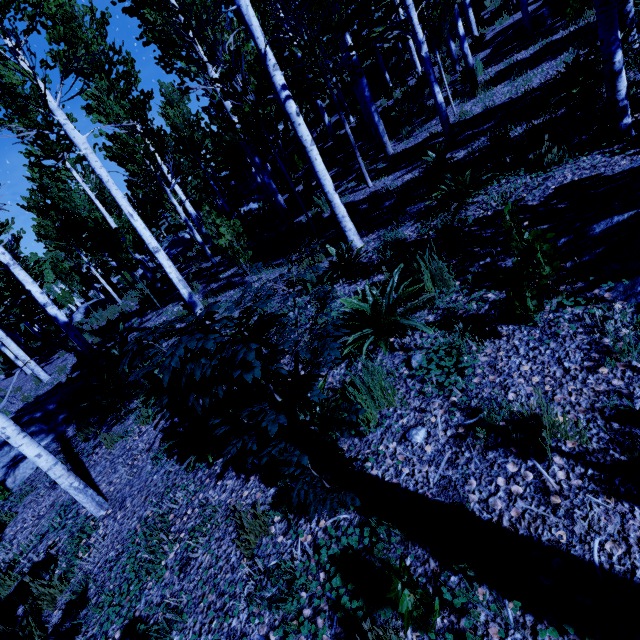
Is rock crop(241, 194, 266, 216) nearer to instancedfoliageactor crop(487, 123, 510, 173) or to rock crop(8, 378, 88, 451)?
instancedfoliageactor crop(487, 123, 510, 173)

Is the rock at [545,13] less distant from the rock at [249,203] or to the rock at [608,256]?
the rock at [608,256]

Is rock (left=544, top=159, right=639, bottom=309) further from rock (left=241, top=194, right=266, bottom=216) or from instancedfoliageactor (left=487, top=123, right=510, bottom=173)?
rock (left=241, top=194, right=266, bottom=216)

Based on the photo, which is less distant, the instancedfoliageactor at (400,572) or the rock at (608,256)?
the instancedfoliageactor at (400,572)

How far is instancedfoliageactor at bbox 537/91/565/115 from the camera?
5.70m

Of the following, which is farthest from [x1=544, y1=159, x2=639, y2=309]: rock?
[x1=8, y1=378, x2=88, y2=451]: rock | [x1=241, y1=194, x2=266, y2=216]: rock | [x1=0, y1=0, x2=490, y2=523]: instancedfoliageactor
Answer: [x1=241, y1=194, x2=266, y2=216]: rock

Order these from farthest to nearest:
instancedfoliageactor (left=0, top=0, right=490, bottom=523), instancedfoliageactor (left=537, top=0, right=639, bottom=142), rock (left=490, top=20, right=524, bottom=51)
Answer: rock (left=490, top=20, right=524, bottom=51)
instancedfoliageactor (left=537, top=0, right=639, bottom=142)
instancedfoliageactor (left=0, top=0, right=490, bottom=523)

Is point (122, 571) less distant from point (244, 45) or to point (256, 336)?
point (256, 336)
